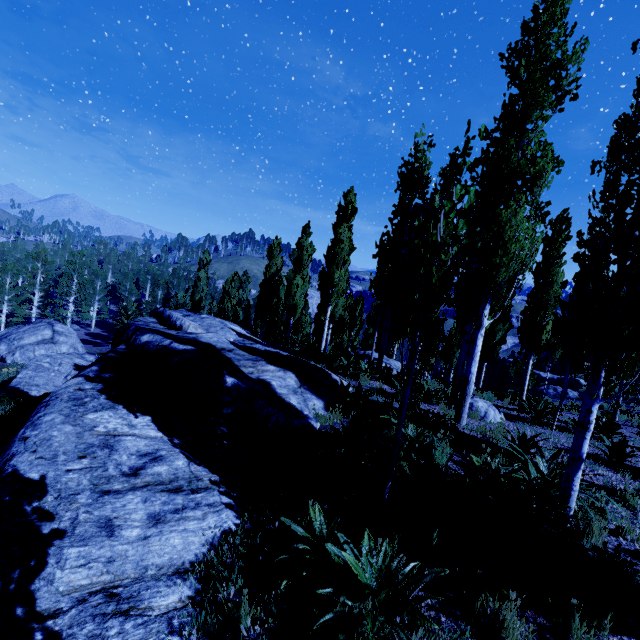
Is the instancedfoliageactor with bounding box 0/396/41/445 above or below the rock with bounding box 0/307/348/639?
below

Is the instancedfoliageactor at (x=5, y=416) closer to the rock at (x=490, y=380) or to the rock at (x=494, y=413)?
the rock at (x=494, y=413)

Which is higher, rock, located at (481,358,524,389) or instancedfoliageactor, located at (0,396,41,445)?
rock, located at (481,358,524,389)

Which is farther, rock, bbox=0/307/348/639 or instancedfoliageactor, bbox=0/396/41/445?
instancedfoliageactor, bbox=0/396/41/445

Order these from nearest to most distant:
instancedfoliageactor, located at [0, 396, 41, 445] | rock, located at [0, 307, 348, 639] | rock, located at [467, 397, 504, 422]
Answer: rock, located at [0, 307, 348, 639] < rock, located at [467, 397, 504, 422] < instancedfoliageactor, located at [0, 396, 41, 445]

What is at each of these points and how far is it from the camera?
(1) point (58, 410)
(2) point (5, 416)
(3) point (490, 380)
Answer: (1) rock, 4.7m
(2) instancedfoliageactor, 13.5m
(3) rock, 35.2m

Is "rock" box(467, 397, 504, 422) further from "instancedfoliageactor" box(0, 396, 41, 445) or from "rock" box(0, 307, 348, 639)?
"rock" box(0, 307, 348, 639)

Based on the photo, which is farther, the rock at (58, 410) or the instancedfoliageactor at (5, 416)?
the instancedfoliageactor at (5, 416)
